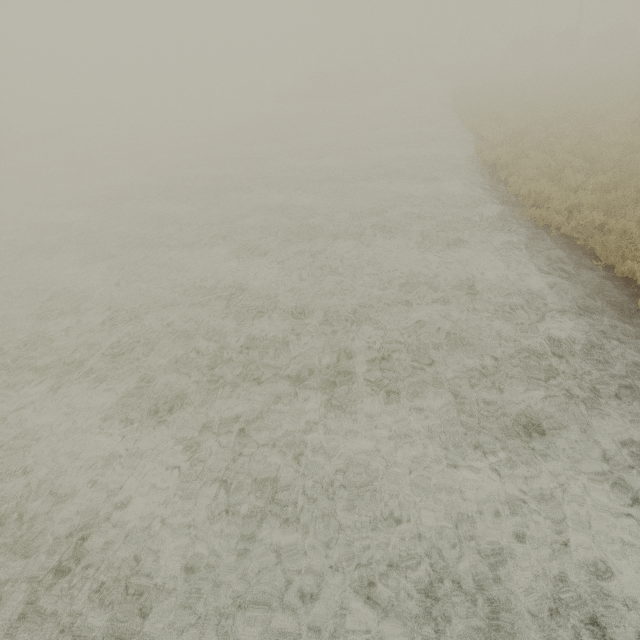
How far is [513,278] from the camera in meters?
6.6 m
